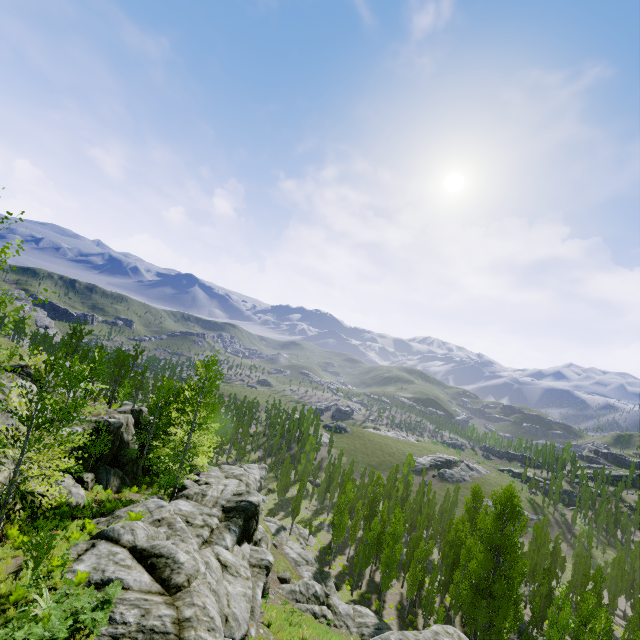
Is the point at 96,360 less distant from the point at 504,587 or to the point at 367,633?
the point at 367,633

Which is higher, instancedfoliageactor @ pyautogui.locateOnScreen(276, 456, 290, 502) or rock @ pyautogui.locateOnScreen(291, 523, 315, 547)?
instancedfoliageactor @ pyautogui.locateOnScreen(276, 456, 290, 502)

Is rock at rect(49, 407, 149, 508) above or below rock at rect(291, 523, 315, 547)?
above

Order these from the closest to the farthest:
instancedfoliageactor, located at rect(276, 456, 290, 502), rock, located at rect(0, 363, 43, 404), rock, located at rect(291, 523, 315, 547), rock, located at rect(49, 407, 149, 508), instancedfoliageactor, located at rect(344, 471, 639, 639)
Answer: rock, located at rect(0, 363, 43, 404), rock, located at rect(49, 407, 149, 508), instancedfoliageactor, located at rect(344, 471, 639, 639), rock, located at rect(291, 523, 315, 547), instancedfoliageactor, located at rect(276, 456, 290, 502)

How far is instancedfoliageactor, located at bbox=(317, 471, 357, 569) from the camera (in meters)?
43.47

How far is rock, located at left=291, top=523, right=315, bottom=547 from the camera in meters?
49.1 m

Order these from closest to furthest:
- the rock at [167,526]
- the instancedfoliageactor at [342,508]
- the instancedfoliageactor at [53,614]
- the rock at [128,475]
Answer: the instancedfoliageactor at [53,614] → the rock at [167,526] → the rock at [128,475] → the instancedfoliageactor at [342,508]

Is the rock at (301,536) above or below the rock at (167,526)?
below
